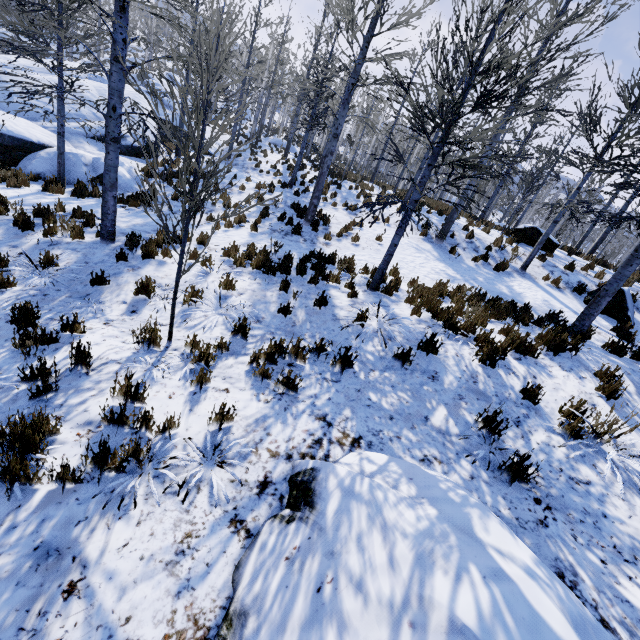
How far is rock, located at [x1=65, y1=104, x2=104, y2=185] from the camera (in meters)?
11.39

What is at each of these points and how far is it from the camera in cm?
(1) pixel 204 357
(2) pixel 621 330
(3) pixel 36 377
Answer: (1) instancedfoliageactor, 432
(2) instancedfoliageactor, 844
(3) instancedfoliageactor, 363

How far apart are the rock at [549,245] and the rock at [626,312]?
3.88m

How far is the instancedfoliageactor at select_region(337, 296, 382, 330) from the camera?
5.7 meters

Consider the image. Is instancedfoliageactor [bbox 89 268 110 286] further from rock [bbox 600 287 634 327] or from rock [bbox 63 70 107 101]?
rock [bbox 600 287 634 327]

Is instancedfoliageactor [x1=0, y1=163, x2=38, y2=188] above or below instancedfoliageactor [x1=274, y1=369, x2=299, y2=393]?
below

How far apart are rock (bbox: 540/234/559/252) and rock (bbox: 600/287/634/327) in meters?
3.9
